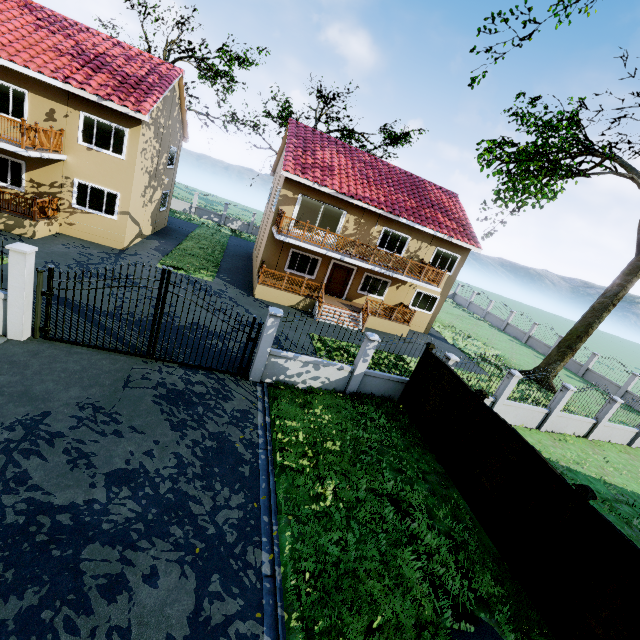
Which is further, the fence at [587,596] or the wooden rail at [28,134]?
the wooden rail at [28,134]

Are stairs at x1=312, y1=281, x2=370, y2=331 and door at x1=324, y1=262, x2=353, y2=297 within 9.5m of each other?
yes

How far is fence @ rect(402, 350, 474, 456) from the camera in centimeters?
934cm

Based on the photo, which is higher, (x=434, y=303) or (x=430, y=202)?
(x=430, y=202)

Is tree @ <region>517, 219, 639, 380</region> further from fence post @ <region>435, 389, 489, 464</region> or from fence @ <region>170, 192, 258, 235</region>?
fence post @ <region>435, 389, 489, 464</region>

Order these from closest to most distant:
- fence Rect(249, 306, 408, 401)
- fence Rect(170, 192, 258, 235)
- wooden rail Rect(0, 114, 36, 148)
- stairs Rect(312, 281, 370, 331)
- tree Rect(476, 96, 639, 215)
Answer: fence Rect(249, 306, 408, 401) → wooden rail Rect(0, 114, 36, 148) → tree Rect(476, 96, 639, 215) → stairs Rect(312, 281, 370, 331) → fence Rect(170, 192, 258, 235)

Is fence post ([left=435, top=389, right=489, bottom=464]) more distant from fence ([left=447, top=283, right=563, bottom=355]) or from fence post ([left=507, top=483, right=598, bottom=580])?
fence post ([left=507, top=483, right=598, bottom=580])

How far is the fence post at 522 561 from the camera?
5.93m
